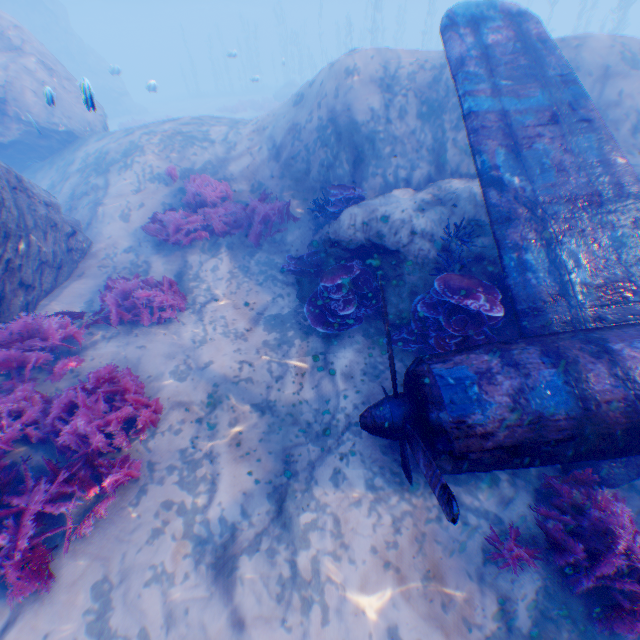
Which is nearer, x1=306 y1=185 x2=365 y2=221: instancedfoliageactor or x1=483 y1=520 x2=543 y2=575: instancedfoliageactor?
x1=483 y1=520 x2=543 y2=575: instancedfoliageactor

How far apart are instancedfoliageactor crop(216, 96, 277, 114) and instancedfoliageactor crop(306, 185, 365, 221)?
25.2 meters

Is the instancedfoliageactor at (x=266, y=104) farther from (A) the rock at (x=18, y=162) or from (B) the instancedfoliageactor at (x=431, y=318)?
(B) the instancedfoliageactor at (x=431, y=318)

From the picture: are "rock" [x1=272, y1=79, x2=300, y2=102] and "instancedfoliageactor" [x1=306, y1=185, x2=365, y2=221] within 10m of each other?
no

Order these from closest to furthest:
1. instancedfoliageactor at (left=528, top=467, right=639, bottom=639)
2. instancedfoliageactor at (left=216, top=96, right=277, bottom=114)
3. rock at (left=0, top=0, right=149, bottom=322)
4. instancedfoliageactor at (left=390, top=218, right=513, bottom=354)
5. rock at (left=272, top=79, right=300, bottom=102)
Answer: instancedfoliageactor at (left=528, top=467, right=639, bottom=639) → instancedfoliageactor at (left=390, top=218, right=513, bottom=354) → rock at (left=0, top=0, right=149, bottom=322) → instancedfoliageactor at (left=216, top=96, right=277, bottom=114) → rock at (left=272, top=79, right=300, bottom=102)

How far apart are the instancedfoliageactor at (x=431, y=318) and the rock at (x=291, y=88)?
30.7m

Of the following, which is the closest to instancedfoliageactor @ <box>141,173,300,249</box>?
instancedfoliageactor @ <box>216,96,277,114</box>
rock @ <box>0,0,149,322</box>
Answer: rock @ <box>0,0,149,322</box>

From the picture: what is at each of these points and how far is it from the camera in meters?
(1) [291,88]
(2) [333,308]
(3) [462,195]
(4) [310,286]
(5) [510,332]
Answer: (1) rock, 30.2
(2) instancedfoliageactor, 5.8
(3) rock, 6.0
(4) rock, 6.9
(5) rock, 4.8
